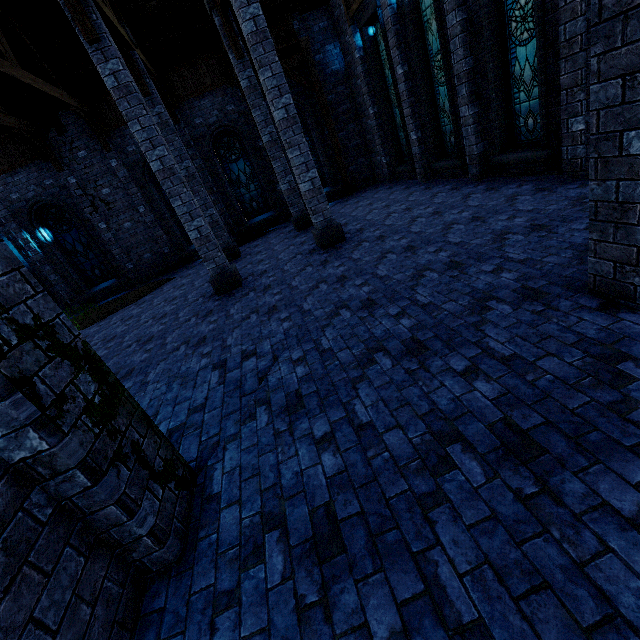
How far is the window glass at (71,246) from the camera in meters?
13.8 m

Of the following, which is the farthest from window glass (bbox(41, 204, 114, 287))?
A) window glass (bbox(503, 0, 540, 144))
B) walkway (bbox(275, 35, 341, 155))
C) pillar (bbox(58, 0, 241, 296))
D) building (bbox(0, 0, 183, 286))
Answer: window glass (bbox(503, 0, 540, 144))

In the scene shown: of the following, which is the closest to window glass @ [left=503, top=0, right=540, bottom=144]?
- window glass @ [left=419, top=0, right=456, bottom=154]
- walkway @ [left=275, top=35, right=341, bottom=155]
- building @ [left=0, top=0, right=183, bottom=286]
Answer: building @ [left=0, top=0, right=183, bottom=286]

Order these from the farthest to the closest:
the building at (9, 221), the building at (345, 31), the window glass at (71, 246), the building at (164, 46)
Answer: the window glass at (71, 246) < the building at (9, 221) < the building at (345, 31) < the building at (164, 46)

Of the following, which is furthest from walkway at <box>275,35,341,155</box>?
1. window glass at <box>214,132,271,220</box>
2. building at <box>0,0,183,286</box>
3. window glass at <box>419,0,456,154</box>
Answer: window glass at <box>419,0,456,154</box>

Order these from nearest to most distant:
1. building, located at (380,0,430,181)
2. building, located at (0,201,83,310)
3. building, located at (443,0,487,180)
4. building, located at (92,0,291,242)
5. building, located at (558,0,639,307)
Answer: building, located at (558,0,639,307) < building, located at (443,0,487,180) < building, located at (380,0,430,181) < building, located at (92,0,291,242) < building, located at (0,201,83,310)

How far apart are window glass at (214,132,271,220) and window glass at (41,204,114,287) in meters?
6.5 m

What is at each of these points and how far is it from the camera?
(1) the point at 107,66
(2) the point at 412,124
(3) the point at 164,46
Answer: (1) pillar, 6.4 meters
(2) building, 10.8 meters
(3) building, 12.0 meters
